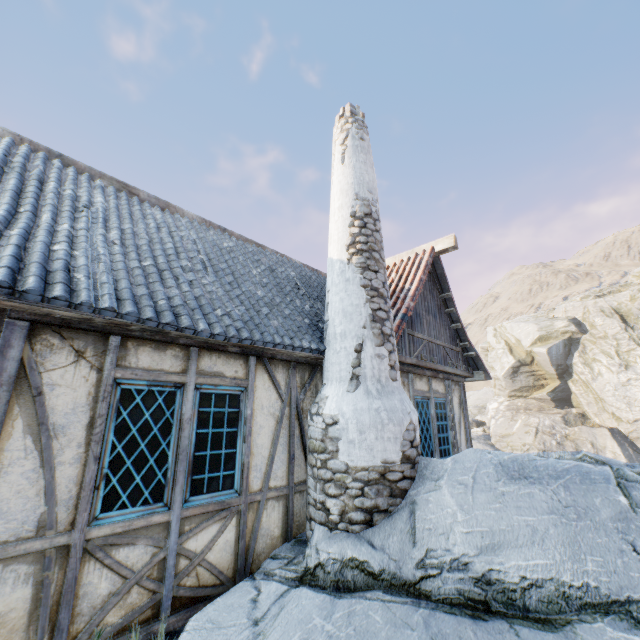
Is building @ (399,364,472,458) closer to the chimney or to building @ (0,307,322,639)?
the chimney

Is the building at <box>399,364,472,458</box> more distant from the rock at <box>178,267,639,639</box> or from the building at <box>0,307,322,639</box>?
the building at <box>0,307,322,639</box>

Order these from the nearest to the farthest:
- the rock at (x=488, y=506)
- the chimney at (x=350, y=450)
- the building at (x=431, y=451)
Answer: the rock at (x=488, y=506) < the chimney at (x=350, y=450) < the building at (x=431, y=451)

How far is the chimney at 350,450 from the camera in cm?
398

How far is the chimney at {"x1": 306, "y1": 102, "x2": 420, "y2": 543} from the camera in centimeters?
398cm

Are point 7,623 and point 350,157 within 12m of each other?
yes

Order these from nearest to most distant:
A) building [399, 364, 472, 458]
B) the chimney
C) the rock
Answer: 1. the rock
2. the chimney
3. building [399, 364, 472, 458]

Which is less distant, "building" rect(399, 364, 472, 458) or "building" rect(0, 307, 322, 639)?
"building" rect(0, 307, 322, 639)
